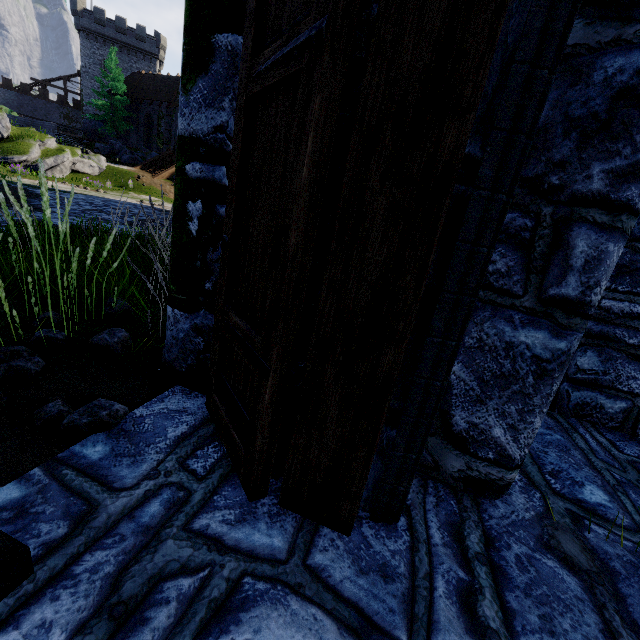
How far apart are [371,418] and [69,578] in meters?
1.2

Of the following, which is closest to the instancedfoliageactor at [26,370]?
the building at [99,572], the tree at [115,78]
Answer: the building at [99,572]

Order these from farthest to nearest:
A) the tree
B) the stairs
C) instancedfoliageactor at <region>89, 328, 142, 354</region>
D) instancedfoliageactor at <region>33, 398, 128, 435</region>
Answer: the tree → the stairs → instancedfoliageactor at <region>89, 328, 142, 354</region> → instancedfoliageactor at <region>33, 398, 128, 435</region>

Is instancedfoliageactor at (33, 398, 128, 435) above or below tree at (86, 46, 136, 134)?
below

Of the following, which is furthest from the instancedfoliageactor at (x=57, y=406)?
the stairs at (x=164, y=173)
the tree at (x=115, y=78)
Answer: the tree at (x=115, y=78)

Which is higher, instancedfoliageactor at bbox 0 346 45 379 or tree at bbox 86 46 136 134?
tree at bbox 86 46 136 134

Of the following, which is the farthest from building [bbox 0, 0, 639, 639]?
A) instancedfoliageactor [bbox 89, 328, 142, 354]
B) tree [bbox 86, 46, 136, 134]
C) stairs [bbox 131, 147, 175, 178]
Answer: tree [bbox 86, 46, 136, 134]

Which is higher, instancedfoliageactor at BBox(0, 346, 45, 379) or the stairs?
the stairs
